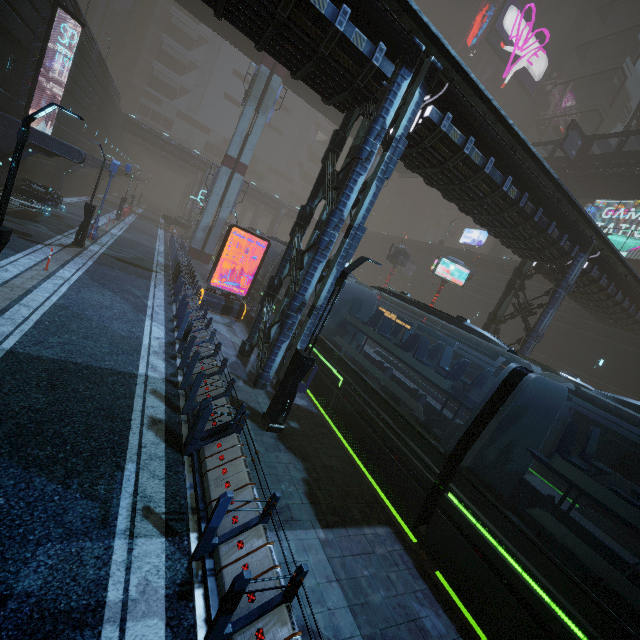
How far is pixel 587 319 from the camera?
26.7m

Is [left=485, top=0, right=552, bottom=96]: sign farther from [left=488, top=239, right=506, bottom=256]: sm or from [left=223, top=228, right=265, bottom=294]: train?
[left=223, top=228, right=265, bottom=294]: train

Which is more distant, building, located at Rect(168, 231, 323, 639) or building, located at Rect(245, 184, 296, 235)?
building, located at Rect(245, 184, 296, 235)

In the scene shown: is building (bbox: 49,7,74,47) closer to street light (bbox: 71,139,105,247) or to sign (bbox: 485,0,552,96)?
sign (bbox: 485,0,552,96)

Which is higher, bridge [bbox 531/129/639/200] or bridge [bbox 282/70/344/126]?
bridge [bbox 531/129/639/200]

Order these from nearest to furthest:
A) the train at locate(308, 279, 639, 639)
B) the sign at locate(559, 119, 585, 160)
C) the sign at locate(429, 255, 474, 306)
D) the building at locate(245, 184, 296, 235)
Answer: the train at locate(308, 279, 639, 639) < the sign at locate(429, 255, 474, 306) < the sign at locate(559, 119, 585, 160) < the building at locate(245, 184, 296, 235)

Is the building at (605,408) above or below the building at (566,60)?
below
